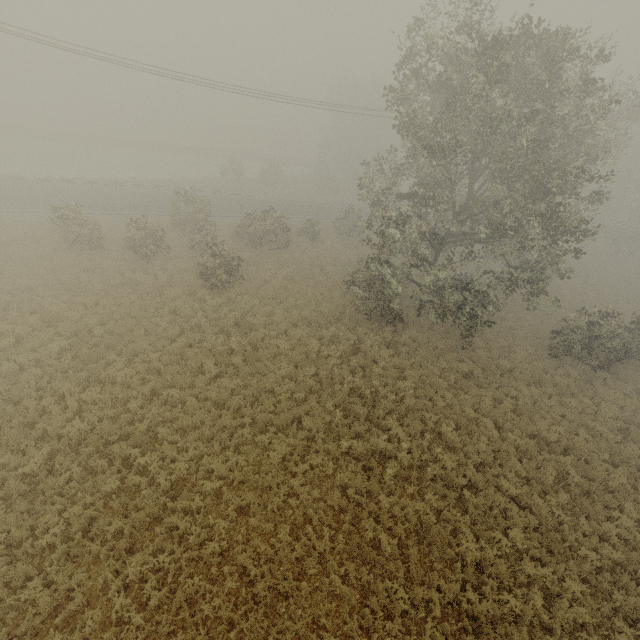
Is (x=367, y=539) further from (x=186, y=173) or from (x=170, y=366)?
(x=186, y=173)
